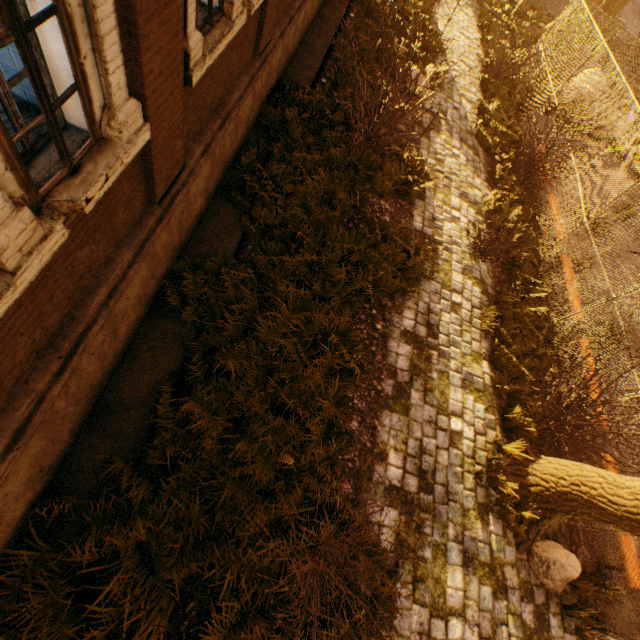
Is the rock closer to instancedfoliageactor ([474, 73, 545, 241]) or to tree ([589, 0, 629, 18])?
tree ([589, 0, 629, 18])

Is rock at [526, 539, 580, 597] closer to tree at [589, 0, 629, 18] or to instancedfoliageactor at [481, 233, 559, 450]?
tree at [589, 0, 629, 18]

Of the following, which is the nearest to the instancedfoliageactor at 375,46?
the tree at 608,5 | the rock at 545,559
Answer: the tree at 608,5

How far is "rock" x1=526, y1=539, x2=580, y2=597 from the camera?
4.8 meters

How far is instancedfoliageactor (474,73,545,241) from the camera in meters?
8.6 m

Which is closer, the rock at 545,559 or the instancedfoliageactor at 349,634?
the instancedfoliageactor at 349,634

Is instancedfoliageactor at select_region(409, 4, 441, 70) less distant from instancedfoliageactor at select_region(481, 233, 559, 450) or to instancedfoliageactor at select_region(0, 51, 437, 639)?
instancedfoliageactor at select_region(0, 51, 437, 639)

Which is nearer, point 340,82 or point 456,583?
point 456,583
